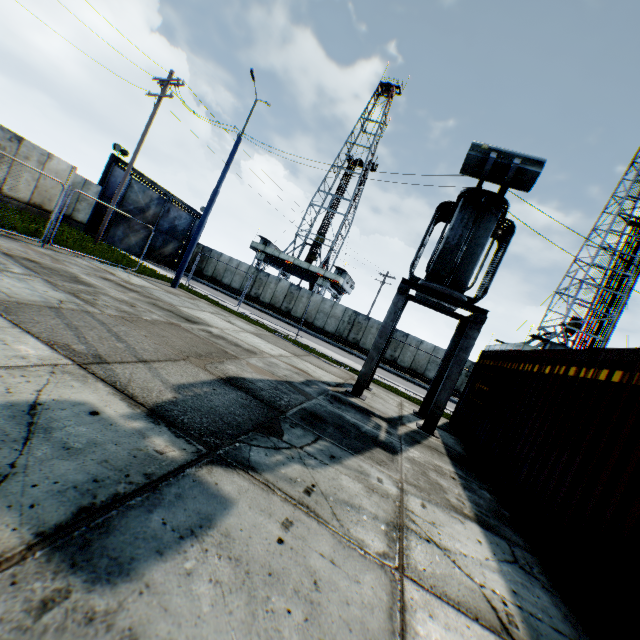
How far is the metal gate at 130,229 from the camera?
24.6m

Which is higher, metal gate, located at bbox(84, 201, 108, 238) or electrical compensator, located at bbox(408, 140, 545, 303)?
electrical compensator, located at bbox(408, 140, 545, 303)

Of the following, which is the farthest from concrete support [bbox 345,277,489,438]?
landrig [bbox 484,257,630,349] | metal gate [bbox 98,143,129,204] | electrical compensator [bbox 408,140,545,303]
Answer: landrig [bbox 484,257,630,349]

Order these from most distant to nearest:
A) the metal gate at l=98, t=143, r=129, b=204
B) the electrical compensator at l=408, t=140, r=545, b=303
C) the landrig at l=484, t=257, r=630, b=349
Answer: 1. the landrig at l=484, t=257, r=630, b=349
2. the metal gate at l=98, t=143, r=129, b=204
3. the electrical compensator at l=408, t=140, r=545, b=303

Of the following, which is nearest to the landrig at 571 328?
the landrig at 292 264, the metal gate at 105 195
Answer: the landrig at 292 264

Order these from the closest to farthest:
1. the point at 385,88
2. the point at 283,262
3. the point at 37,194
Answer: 1. the point at 37,194
2. the point at 283,262
3. the point at 385,88

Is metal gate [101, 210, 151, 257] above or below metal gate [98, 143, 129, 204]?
below

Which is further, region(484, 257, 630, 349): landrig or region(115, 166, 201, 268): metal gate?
region(484, 257, 630, 349): landrig
